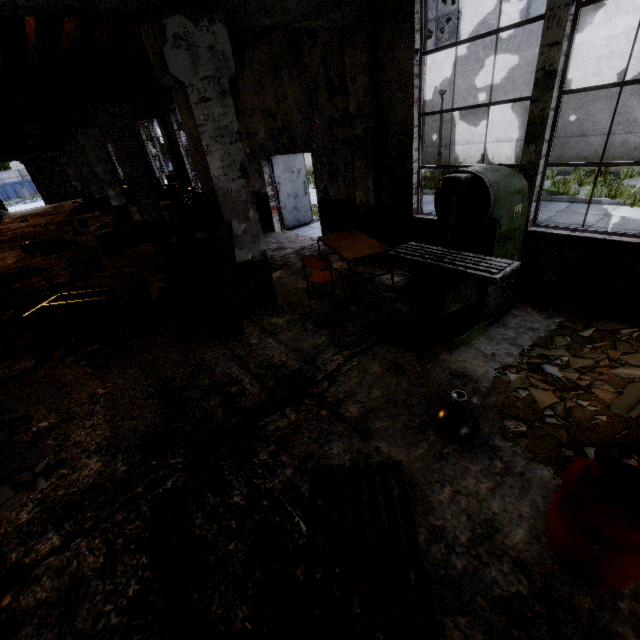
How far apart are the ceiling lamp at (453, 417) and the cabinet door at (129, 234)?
11.2 meters

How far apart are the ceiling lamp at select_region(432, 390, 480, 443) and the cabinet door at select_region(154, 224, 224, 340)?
3.16m

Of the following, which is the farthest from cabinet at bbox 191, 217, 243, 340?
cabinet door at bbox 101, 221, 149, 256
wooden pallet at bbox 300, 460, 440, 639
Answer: cabinet door at bbox 101, 221, 149, 256

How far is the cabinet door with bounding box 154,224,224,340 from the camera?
4.3 meters

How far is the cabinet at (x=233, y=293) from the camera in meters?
4.3

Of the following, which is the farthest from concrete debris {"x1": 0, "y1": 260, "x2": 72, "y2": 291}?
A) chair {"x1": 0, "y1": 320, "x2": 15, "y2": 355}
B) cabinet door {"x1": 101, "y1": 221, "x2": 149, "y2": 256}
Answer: chair {"x1": 0, "y1": 320, "x2": 15, "y2": 355}

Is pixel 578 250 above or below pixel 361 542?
above

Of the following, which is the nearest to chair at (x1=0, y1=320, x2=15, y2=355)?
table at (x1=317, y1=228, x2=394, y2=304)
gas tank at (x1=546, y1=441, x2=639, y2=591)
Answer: table at (x1=317, y1=228, x2=394, y2=304)
